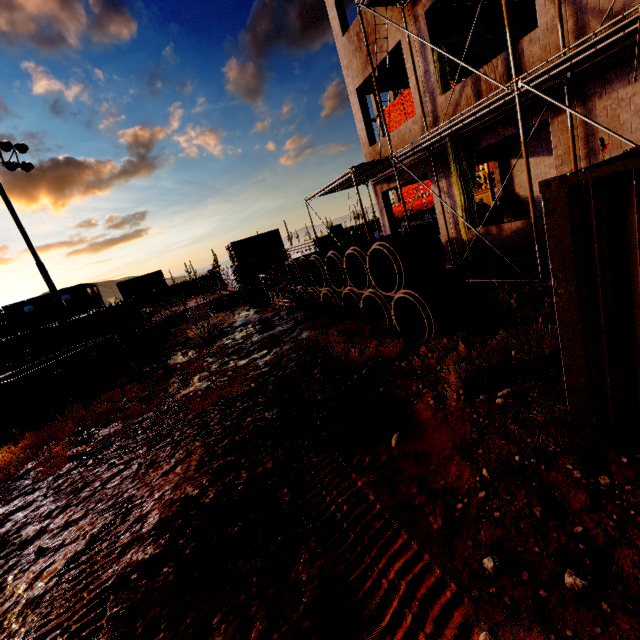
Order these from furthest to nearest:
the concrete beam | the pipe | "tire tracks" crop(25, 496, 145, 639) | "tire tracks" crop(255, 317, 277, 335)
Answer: the pipe, the concrete beam, "tire tracks" crop(255, 317, 277, 335), "tire tracks" crop(25, 496, 145, 639)

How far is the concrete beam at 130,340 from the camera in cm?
1381

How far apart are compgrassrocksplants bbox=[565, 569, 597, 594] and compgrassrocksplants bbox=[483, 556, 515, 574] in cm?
33

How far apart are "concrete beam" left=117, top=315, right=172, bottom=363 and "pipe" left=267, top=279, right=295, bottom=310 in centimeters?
557cm

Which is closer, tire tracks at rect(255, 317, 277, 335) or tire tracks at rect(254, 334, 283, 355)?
tire tracks at rect(254, 334, 283, 355)

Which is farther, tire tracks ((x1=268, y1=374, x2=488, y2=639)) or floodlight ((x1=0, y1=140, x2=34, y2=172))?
floodlight ((x1=0, y1=140, x2=34, y2=172))

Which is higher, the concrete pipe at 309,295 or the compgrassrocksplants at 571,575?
the concrete pipe at 309,295

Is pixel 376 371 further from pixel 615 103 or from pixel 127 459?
pixel 615 103
